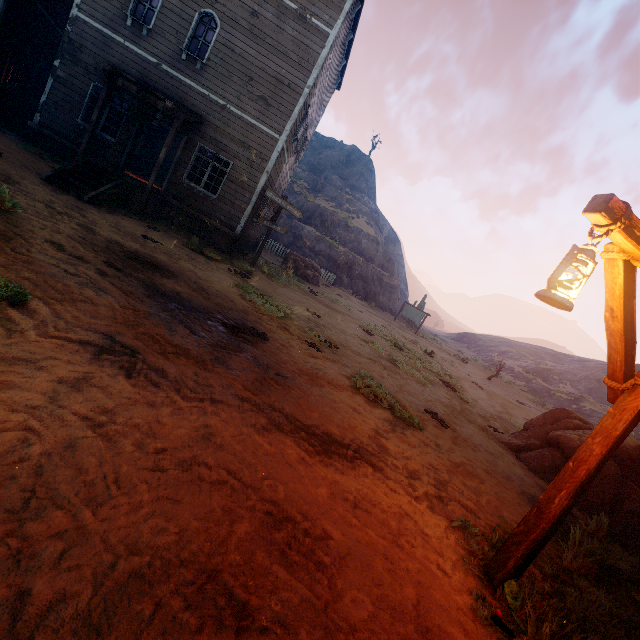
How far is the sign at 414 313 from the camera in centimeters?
2911cm

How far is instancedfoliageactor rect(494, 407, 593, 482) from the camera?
7.29m

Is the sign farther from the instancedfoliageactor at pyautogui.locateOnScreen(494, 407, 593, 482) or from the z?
the instancedfoliageactor at pyautogui.locateOnScreen(494, 407, 593, 482)

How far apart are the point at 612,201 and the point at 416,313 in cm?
2879

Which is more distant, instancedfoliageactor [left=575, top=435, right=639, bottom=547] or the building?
the building

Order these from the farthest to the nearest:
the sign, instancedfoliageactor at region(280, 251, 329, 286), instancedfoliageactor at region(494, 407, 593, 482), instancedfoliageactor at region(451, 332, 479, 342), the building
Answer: instancedfoliageactor at region(451, 332, 479, 342), the sign, instancedfoliageactor at region(280, 251, 329, 286), the building, instancedfoliageactor at region(494, 407, 593, 482)

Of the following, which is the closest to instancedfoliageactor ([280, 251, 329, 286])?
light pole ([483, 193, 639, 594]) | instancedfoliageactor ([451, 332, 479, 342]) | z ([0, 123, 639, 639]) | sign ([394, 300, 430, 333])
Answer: z ([0, 123, 639, 639])

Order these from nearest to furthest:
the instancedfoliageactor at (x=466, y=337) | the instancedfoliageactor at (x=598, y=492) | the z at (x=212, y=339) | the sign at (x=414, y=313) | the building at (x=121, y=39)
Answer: the z at (x=212, y=339) → the instancedfoliageactor at (x=598, y=492) → the building at (x=121, y=39) → the sign at (x=414, y=313) → the instancedfoliageactor at (x=466, y=337)
